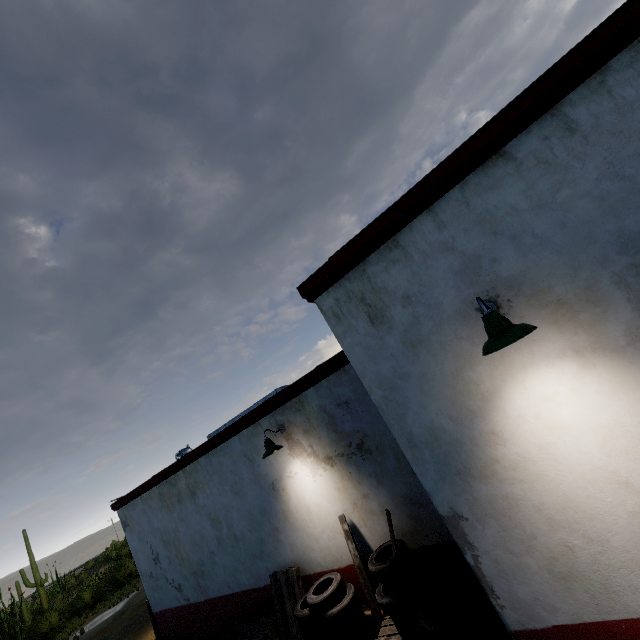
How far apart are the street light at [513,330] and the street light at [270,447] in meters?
4.4

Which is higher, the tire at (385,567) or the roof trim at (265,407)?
the roof trim at (265,407)

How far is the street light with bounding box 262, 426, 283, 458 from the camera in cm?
595

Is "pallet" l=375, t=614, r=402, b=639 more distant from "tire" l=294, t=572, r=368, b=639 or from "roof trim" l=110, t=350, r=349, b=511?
"roof trim" l=110, t=350, r=349, b=511

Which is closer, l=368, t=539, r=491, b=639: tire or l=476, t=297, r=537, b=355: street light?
l=476, t=297, r=537, b=355: street light

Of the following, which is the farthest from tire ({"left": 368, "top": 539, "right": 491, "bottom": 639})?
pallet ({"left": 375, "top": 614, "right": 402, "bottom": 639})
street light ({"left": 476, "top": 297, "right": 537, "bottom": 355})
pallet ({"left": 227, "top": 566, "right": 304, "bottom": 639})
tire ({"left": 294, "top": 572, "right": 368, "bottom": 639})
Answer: street light ({"left": 476, "top": 297, "right": 537, "bottom": 355})

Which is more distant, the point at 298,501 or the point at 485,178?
the point at 298,501

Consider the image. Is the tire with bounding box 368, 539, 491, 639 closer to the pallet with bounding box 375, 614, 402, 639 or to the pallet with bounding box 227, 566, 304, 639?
the pallet with bounding box 375, 614, 402, 639
